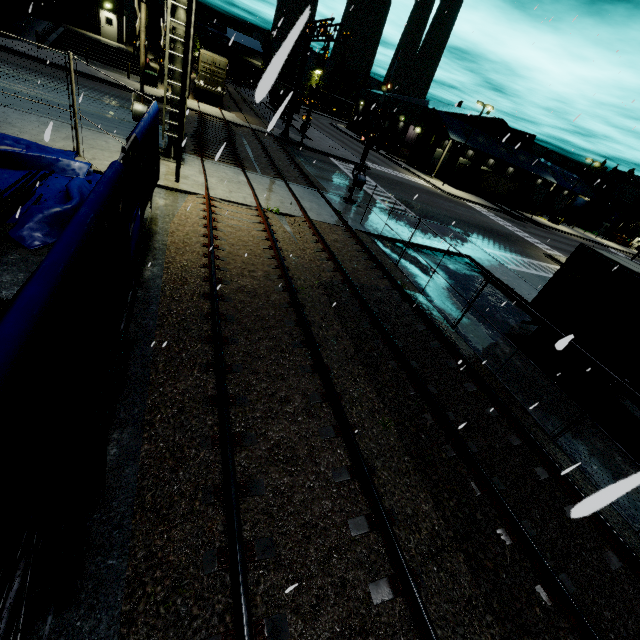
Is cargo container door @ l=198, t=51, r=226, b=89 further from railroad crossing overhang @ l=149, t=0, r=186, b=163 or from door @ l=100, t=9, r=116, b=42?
door @ l=100, t=9, r=116, b=42

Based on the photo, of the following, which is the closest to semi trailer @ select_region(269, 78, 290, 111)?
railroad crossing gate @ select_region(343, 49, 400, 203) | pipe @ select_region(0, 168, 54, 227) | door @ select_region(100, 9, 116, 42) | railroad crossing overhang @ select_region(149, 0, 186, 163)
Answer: pipe @ select_region(0, 168, 54, 227)

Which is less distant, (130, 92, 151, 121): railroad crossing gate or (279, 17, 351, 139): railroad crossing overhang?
(130, 92, 151, 121): railroad crossing gate

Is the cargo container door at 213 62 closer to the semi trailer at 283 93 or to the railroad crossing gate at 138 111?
the semi trailer at 283 93

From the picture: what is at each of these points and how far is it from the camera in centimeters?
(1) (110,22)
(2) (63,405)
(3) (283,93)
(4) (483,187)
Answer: (1) door, 3547cm
(2) tarp, 255cm
(3) semi trailer, 4722cm
(4) semi trailer, 4791cm

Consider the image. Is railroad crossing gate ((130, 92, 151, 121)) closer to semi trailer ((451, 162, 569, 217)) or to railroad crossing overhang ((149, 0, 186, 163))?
railroad crossing overhang ((149, 0, 186, 163))

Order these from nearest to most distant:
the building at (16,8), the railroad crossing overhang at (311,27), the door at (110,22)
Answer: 1. the railroad crossing overhang at (311,27)
2. the building at (16,8)
3. the door at (110,22)

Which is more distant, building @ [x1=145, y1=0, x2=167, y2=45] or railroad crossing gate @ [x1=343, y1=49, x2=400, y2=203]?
building @ [x1=145, y1=0, x2=167, y2=45]
